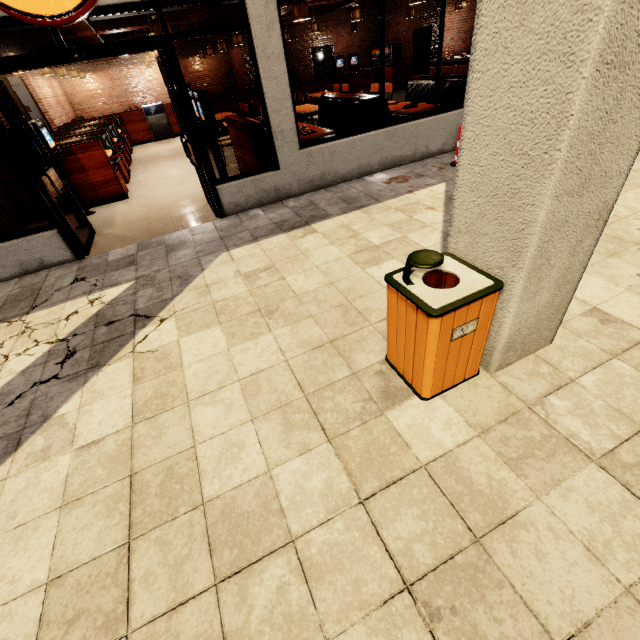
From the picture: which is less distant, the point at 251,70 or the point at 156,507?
the point at 156,507

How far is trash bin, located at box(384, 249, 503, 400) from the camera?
1.8 meters

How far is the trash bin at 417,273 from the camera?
1.82m
